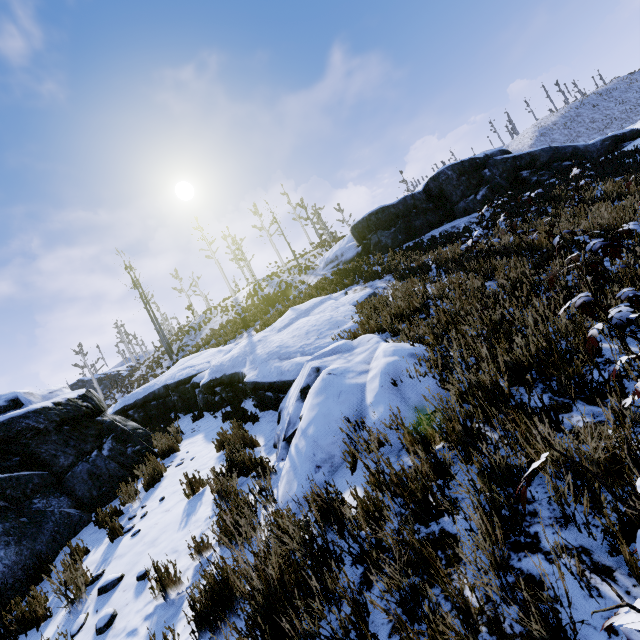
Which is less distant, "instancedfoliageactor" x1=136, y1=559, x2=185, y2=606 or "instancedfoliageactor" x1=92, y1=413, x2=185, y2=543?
"instancedfoliageactor" x1=136, y1=559, x2=185, y2=606

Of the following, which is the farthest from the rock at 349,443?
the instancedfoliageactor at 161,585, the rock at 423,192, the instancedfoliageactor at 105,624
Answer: the rock at 423,192

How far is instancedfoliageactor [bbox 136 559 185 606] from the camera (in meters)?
3.30

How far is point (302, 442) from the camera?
3.79m

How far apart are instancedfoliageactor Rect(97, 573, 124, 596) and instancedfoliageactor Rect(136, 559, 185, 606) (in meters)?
0.97

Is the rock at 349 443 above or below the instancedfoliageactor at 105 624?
above

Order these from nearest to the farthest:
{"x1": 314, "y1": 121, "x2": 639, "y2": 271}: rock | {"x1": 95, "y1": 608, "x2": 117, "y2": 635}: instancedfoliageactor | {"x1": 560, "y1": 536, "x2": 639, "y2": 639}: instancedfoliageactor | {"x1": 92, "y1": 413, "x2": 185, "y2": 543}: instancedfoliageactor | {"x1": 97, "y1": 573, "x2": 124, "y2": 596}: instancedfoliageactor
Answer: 1. {"x1": 560, "y1": 536, "x2": 639, "y2": 639}: instancedfoliageactor
2. {"x1": 95, "y1": 608, "x2": 117, "y2": 635}: instancedfoliageactor
3. {"x1": 97, "y1": 573, "x2": 124, "y2": 596}: instancedfoliageactor
4. {"x1": 92, "y1": 413, "x2": 185, "y2": 543}: instancedfoliageactor
5. {"x1": 314, "y1": 121, "x2": 639, "y2": 271}: rock

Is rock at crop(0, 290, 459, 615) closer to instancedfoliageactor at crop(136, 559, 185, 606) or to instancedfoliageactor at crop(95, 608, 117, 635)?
instancedfoliageactor at crop(136, 559, 185, 606)
